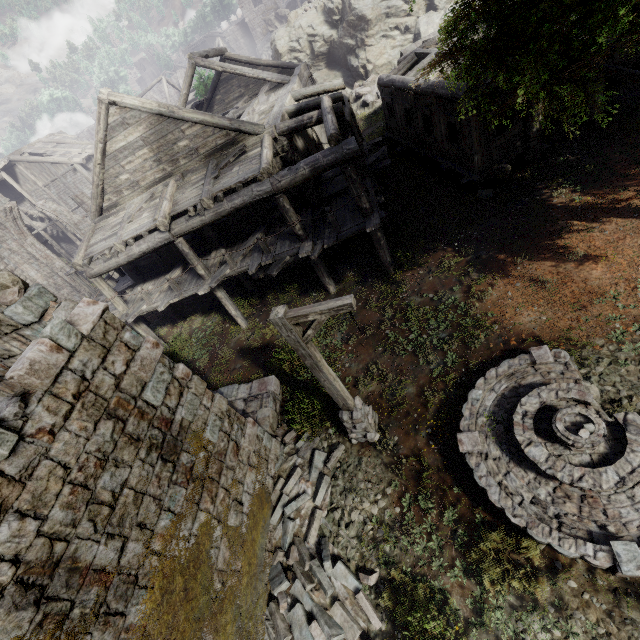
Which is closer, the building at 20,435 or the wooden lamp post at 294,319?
the building at 20,435

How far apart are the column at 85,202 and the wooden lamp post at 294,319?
23.3 meters

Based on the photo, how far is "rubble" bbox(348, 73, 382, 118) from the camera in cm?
2330

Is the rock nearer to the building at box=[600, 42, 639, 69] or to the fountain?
the building at box=[600, 42, 639, 69]

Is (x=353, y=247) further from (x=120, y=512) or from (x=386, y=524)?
(x=120, y=512)

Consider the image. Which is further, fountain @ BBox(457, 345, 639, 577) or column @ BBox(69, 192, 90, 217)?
column @ BBox(69, 192, 90, 217)

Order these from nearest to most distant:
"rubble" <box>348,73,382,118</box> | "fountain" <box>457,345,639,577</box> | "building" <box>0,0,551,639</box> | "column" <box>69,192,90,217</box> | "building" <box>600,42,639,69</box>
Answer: "building" <box>0,0,551,639</box> → "fountain" <box>457,345,639,577</box> → "building" <box>600,42,639,69</box> → "column" <box>69,192,90,217</box> → "rubble" <box>348,73,382,118</box>

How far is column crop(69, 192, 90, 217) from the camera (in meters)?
22.35
